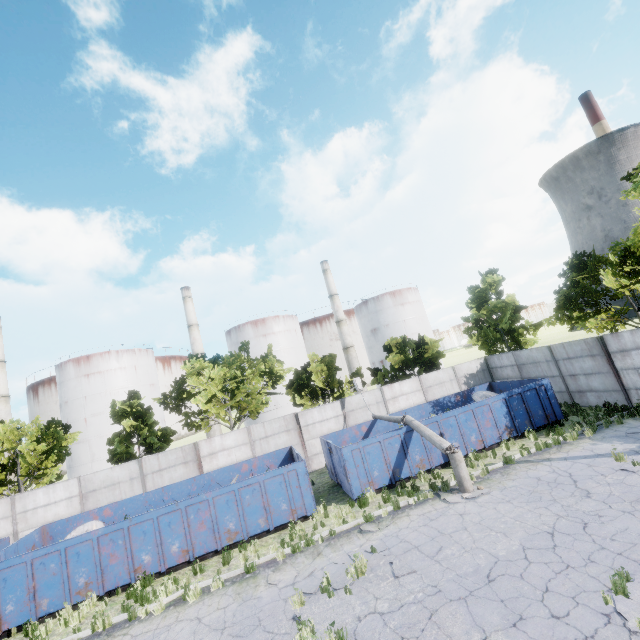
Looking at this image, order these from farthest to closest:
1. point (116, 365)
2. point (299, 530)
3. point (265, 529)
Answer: point (116, 365), point (265, 529), point (299, 530)

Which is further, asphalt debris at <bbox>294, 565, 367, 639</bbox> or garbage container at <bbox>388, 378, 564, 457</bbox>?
Answer: garbage container at <bbox>388, 378, 564, 457</bbox>

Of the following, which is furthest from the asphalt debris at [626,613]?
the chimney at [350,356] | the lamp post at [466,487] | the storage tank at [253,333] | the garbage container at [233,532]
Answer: the chimney at [350,356]

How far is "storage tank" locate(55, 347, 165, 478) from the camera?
42.88m

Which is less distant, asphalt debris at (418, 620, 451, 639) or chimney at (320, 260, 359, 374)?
asphalt debris at (418, 620, 451, 639)

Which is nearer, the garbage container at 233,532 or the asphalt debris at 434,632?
the asphalt debris at 434,632

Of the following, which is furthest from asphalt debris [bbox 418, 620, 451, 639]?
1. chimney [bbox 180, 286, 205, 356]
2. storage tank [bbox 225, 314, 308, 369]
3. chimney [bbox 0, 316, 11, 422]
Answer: chimney [bbox 0, 316, 11, 422]

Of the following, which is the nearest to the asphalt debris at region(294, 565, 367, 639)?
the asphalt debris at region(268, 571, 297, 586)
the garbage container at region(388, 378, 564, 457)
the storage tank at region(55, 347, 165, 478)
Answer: the asphalt debris at region(268, 571, 297, 586)
